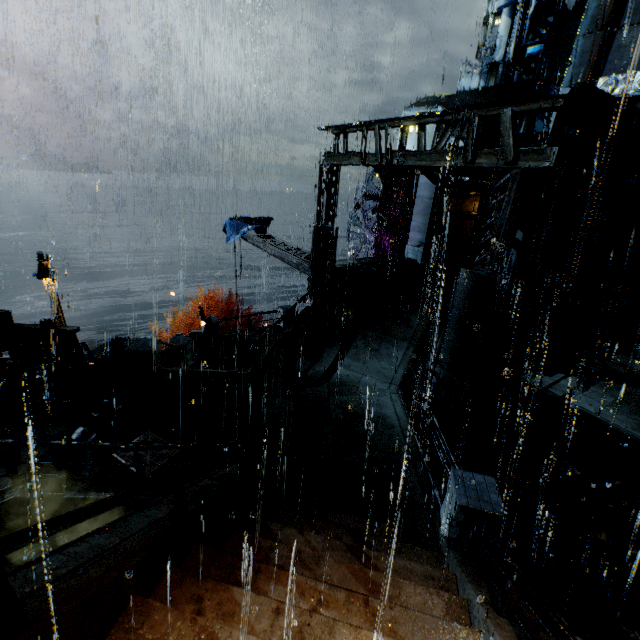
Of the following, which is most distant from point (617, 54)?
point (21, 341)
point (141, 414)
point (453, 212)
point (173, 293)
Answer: point (21, 341)

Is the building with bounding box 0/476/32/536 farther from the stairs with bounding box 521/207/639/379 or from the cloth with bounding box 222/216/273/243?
the cloth with bounding box 222/216/273/243

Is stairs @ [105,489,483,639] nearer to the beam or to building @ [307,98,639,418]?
building @ [307,98,639,418]

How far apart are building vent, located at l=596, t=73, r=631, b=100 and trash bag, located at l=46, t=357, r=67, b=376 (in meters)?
38.92

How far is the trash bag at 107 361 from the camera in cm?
1029

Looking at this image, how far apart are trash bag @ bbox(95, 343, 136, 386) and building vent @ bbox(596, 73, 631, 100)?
37.4 meters

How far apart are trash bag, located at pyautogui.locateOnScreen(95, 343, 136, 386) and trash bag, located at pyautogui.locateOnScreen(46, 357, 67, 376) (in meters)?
0.69

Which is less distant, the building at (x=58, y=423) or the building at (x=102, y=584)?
the building at (x=102, y=584)
